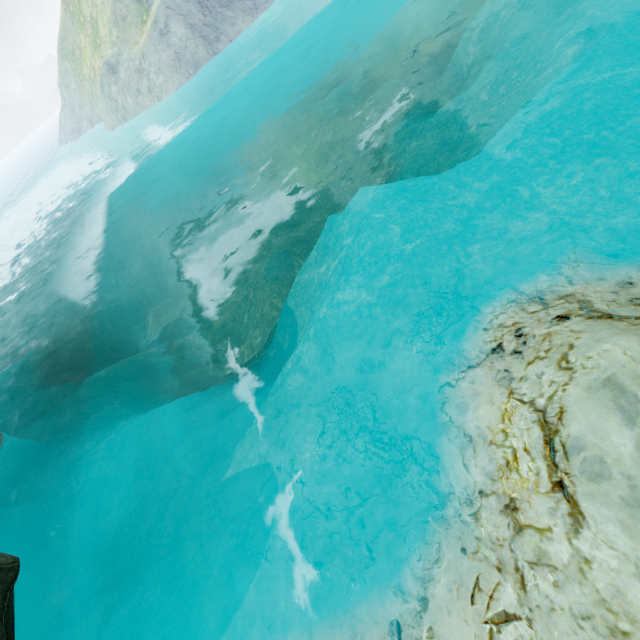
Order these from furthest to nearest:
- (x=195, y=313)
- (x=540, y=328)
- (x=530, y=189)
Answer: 1. (x=195, y=313)
2. (x=530, y=189)
3. (x=540, y=328)
